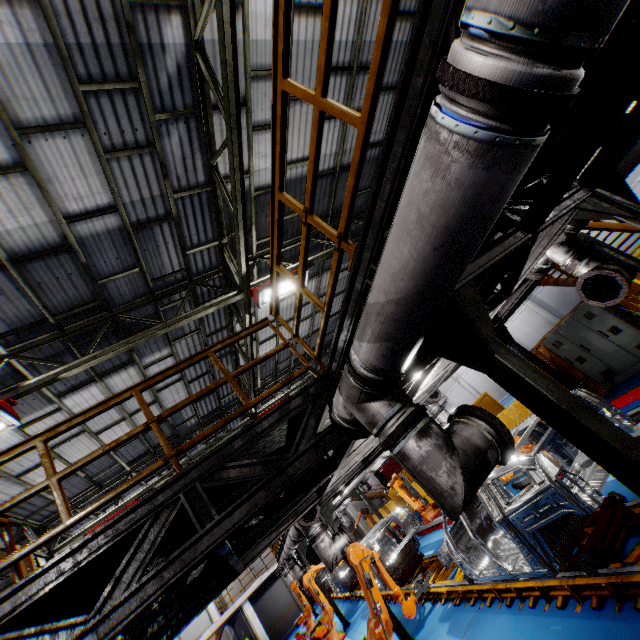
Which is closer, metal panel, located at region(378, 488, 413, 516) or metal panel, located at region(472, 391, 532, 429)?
metal panel, located at region(472, 391, 532, 429)

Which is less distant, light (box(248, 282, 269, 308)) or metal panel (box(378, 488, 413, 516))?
light (box(248, 282, 269, 308))

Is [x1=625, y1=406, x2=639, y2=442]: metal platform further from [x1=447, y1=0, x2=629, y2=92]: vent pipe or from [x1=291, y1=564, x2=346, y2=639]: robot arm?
[x1=447, y1=0, x2=629, y2=92]: vent pipe

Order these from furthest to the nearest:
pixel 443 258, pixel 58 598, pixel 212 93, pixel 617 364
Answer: pixel 617 364
pixel 212 93
pixel 58 598
pixel 443 258

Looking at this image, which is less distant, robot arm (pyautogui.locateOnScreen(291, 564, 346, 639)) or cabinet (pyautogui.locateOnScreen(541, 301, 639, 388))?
cabinet (pyautogui.locateOnScreen(541, 301, 639, 388))

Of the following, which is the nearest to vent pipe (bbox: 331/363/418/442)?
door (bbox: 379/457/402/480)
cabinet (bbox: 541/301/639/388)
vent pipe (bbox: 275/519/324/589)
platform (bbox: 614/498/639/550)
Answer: platform (bbox: 614/498/639/550)

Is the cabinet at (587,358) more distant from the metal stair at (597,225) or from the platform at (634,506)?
A: the platform at (634,506)

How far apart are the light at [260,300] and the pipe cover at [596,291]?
5.8 meters
